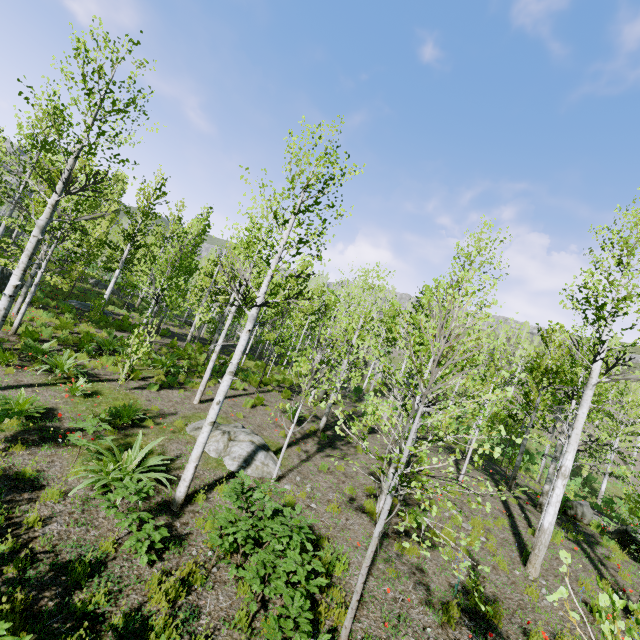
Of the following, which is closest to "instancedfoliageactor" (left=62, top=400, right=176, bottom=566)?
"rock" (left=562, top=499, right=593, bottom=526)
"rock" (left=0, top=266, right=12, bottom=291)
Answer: "rock" (left=0, top=266, right=12, bottom=291)

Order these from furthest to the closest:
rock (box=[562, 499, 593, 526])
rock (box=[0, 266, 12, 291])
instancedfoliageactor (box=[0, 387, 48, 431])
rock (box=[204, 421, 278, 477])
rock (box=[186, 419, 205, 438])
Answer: rock (box=[0, 266, 12, 291])
rock (box=[562, 499, 593, 526])
rock (box=[186, 419, 205, 438])
rock (box=[204, 421, 278, 477])
instancedfoliageactor (box=[0, 387, 48, 431])

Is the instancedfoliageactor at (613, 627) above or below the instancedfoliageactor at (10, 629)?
above

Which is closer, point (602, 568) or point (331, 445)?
point (602, 568)

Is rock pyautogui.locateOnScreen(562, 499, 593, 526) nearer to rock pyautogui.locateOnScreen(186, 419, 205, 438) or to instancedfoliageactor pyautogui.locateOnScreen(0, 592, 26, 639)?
instancedfoliageactor pyautogui.locateOnScreen(0, 592, 26, 639)

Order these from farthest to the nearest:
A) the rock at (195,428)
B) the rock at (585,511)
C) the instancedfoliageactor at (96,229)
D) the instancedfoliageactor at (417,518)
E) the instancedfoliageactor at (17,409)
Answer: the rock at (585,511)
the rock at (195,428)
the instancedfoliageactor at (17,409)
the instancedfoliageactor at (96,229)
the instancedfoliageactor at (417,518)

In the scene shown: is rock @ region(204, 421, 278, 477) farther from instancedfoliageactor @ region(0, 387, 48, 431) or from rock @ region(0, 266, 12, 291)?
rock @ region(0, 266, 12, 291)

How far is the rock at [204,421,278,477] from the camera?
8.6m
